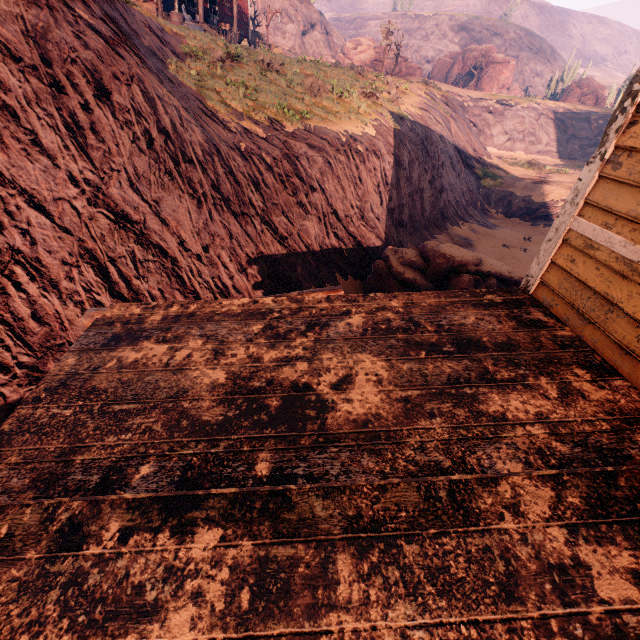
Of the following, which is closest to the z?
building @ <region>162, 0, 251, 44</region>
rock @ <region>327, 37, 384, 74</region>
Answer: building @ <region>162, 0, 251, 44</region>

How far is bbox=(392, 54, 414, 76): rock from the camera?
36.6 meters

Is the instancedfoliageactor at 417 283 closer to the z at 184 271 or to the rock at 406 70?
the z at 184 271

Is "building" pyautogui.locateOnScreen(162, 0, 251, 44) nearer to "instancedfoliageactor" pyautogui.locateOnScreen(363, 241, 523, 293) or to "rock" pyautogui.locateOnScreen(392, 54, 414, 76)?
"instancedfoliageactor" pyautogui.locateOnScreen(363, 241, 523, 293)

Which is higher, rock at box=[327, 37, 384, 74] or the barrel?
rock at box=[327, 37, 384, 74]

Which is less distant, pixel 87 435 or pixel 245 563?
pixel 245 563

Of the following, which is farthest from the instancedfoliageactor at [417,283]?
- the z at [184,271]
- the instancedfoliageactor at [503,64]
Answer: the instancedfoliageactor at [503,64]

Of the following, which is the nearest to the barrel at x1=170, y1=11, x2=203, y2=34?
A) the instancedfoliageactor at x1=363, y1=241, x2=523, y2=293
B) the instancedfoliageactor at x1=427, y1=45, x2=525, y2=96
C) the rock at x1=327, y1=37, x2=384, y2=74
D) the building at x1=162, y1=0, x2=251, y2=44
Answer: the building at x1=162, y1=0, x2=251, y2=44
